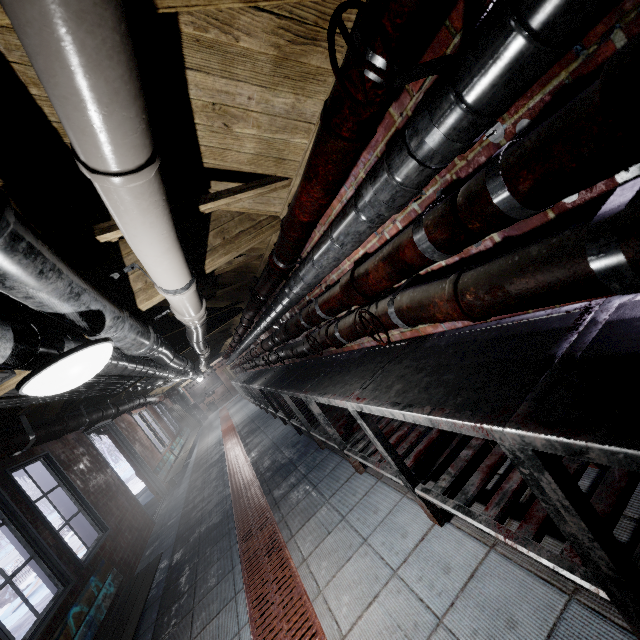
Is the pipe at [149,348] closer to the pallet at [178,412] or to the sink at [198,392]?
the pallet at [178,412]

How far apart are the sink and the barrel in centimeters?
9cm

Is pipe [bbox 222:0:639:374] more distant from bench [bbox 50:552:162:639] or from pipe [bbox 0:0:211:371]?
bench [bbox 50:552:162:639]

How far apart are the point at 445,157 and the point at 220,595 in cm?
324

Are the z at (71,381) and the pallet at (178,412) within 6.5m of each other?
no

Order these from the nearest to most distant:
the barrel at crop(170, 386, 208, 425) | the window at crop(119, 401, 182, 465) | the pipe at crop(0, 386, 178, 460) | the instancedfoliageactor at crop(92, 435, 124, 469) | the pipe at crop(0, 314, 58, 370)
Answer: the pipe at crop(0, 314, 58, 370), the pipe at crop(0, 386, 178, 460), the window at crop(119, 401, 182, 465), the barrel at crop(170, 386, 208, 425), the instancedfoliageactor at crop(92, 435, 124, 469)

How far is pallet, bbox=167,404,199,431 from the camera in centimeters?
1288cm

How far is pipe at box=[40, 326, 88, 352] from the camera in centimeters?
135cm
